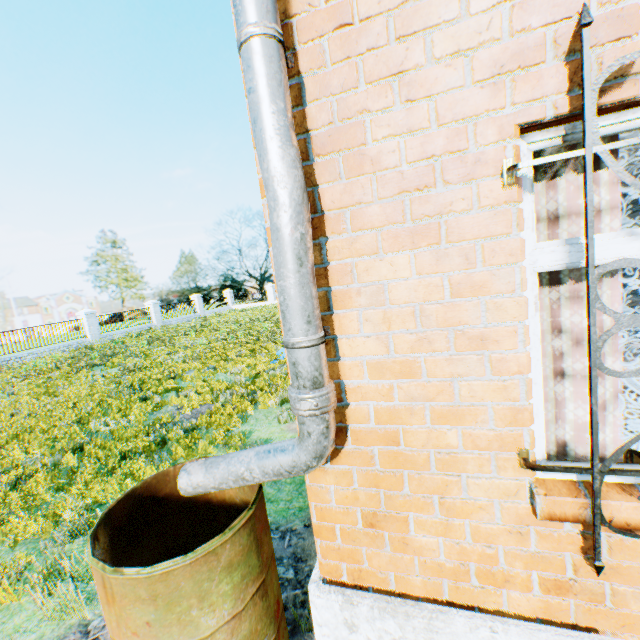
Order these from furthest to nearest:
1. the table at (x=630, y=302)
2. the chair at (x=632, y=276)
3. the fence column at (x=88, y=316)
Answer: the fence column at (x=88, y=316) < the chair at (x=632, y=276) < the table at (x=630, y=302)

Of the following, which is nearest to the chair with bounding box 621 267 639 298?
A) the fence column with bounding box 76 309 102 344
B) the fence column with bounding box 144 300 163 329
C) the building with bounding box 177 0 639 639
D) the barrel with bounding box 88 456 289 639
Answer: the building with bounding box 177 0 639 639

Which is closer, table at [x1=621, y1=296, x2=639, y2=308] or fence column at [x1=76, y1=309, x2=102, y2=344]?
table at [x1=621, y1=296, x2=639, y2=308]

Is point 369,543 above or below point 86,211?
below

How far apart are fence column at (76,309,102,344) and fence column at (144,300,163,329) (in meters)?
4.73

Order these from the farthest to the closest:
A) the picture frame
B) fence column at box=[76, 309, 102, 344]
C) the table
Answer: fence column at box=[76, 309, 102, 344]
the picture frame
the table

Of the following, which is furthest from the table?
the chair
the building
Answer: the building

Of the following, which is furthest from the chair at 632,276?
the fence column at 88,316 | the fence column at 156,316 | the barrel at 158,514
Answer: the fence column at 156,316
